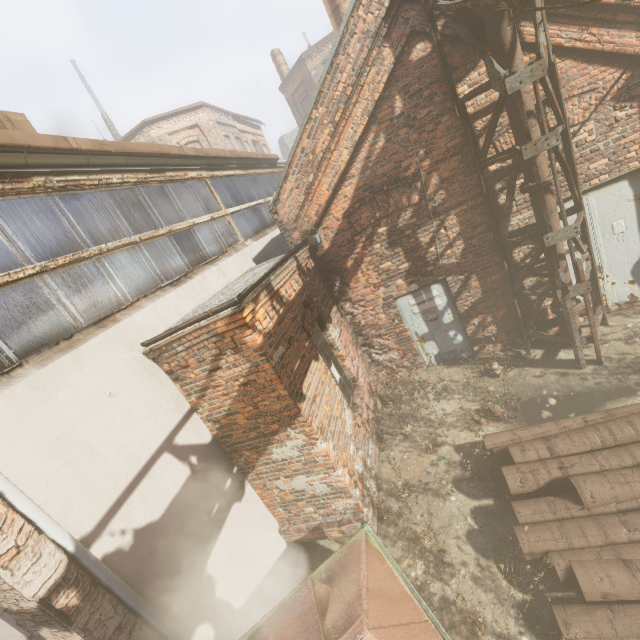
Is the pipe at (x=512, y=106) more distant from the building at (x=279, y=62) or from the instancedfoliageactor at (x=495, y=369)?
the building at (x=279, y=62)

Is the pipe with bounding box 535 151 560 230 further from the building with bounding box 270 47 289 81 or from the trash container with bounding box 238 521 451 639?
the building with bounding box 270 47 289 81

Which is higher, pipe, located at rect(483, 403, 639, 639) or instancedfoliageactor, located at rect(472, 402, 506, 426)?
pipe, located at rect(483, 403, 639, 639)

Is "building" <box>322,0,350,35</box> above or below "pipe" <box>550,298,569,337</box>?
above

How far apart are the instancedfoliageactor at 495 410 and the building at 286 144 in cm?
5912

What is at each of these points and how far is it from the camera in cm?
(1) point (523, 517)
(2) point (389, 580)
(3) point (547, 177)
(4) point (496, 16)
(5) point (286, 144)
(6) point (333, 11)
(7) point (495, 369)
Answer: (1) pipe, 374
(2) trash container, 302
(3) pipe, 498
(4) pipe, 431
(5) building, 5528
(6) building, 1014
(7) instancedfoliageactor, 629

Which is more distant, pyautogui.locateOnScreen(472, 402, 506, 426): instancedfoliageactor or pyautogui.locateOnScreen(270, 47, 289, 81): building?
pyautogui.locateOnScreen(270, 47, 289, 81): building

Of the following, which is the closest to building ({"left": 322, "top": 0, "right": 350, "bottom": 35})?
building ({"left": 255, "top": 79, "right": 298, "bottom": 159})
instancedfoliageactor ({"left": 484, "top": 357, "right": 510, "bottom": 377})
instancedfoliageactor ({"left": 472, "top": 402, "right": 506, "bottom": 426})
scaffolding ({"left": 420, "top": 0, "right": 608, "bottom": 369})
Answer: scaffolding ({"left": 420, "top": 0, "right": 608, "bottom": 369})
